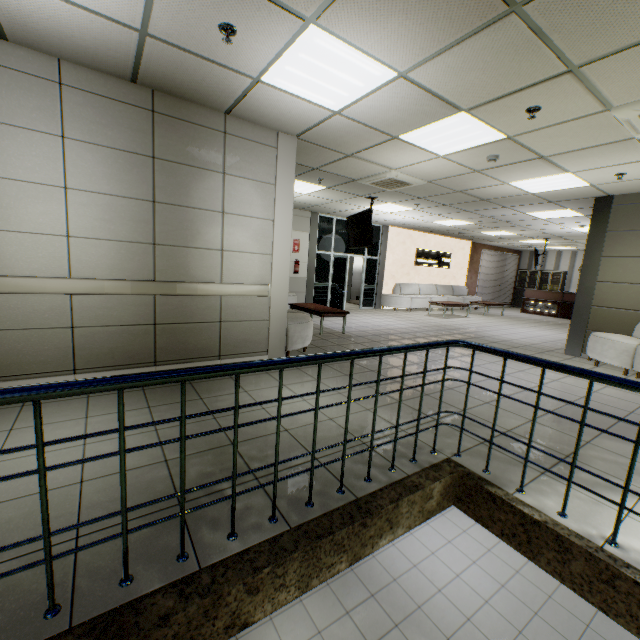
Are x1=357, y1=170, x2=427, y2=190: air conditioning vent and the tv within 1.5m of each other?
yes

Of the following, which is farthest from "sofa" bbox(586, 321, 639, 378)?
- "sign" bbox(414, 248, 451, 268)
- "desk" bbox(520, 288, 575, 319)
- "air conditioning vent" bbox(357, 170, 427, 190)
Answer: "desk" bbox(520, 288, 575, 319)

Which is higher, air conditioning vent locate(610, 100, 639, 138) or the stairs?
air conditioning vent locate(610, 100, 639, 138)

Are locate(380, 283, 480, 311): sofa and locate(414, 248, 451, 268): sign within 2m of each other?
yes

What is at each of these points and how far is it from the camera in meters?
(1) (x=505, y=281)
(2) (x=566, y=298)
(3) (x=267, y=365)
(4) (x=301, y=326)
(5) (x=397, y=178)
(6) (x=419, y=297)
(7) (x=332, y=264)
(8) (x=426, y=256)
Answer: (1) blinds, 18.1 m
(2) desk, 14.2 m
(3) stairs, 1.7 m
(4) sofa, 5.2 m
(5) air conditioning vent, 6.0 m
(6) sofa, 13.0 m
(7) doorway, 11.5 m
(8) sign, 14.1 m

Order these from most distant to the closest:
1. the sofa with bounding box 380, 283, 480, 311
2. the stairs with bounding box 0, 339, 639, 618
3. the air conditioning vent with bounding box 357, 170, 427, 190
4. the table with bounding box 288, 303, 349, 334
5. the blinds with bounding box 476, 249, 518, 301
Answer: the blinds with bounding box 476, 249, 518, 301 < the sofa with bounding box 380, 283, 480, 311 < the table with bounding box 288, 303, 349, 334 < the air conditioning vent with bounding box 357, 170, 427, 190 < the stairs with bounding box 0, 339, 639, 618

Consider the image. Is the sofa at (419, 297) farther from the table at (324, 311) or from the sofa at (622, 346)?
the sofa at (622, 346)

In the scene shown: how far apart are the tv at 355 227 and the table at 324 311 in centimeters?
161cm
